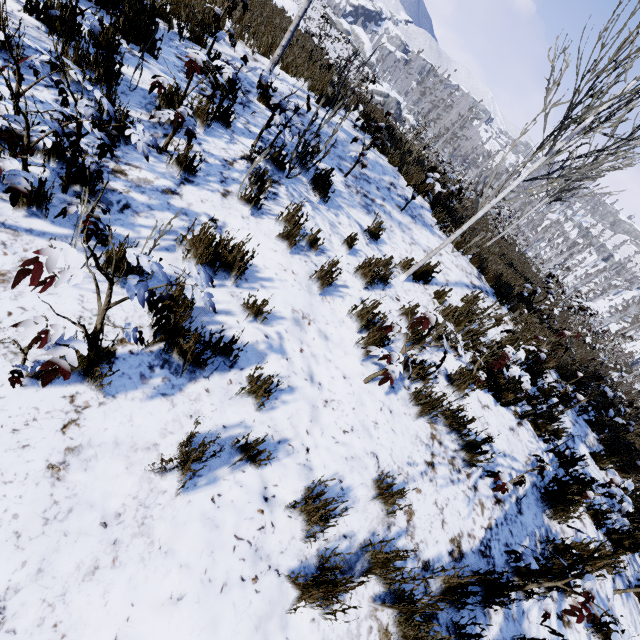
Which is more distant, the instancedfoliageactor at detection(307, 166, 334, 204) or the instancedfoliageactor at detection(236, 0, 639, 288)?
the instancedfoliageactor at detection(307, 166, 334, 204)

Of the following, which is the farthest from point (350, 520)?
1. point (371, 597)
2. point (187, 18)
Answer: point (187, 18)

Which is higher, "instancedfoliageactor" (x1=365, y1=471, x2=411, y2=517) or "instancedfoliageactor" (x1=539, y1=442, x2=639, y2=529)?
"instancedfoliageactor" (x1=539, y1=442, x2=639, y2=529)

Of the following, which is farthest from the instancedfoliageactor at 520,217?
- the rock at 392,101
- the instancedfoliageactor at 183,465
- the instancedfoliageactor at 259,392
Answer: the rock at 392,101

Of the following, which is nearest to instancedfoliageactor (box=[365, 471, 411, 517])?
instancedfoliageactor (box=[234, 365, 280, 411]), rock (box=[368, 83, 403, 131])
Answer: instancedfoliageactor (box=[234, 365, 280, 411])

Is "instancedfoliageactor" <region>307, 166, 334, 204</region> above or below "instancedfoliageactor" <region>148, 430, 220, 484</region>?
above

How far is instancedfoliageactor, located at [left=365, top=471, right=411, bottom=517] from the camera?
2.44m

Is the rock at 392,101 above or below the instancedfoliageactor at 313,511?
above
